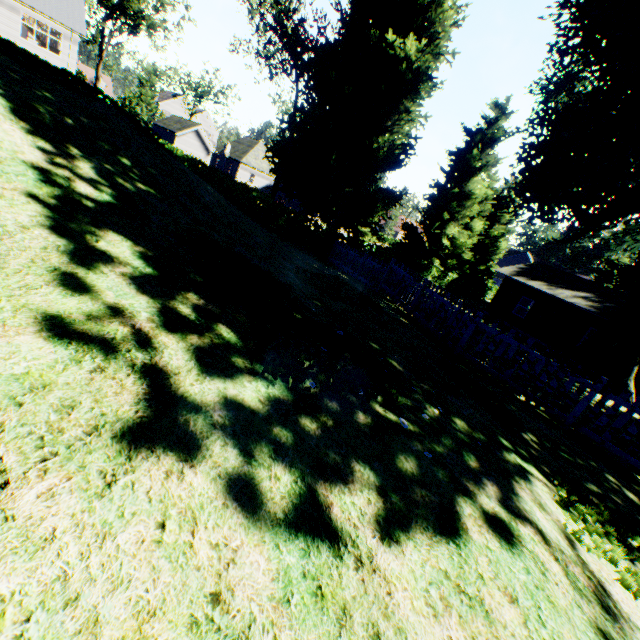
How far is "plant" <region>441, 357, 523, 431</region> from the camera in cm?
480

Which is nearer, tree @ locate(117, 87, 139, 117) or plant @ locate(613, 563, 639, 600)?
plant @ locate(613, 563, 639, 600)

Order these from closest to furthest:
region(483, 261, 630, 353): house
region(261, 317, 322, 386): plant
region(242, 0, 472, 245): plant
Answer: region(261, 317, 322, 386): plant, region(483, 261, 630, 353): house, region(242, 0, 472, 245): plant

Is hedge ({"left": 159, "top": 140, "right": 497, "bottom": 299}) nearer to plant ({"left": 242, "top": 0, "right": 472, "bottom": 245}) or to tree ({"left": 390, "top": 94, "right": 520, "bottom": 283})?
plant ({"left": 242, "top": 0, "right": 472, "bottom": 245})

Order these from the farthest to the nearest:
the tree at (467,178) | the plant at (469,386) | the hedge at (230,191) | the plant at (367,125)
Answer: the tree at (467,178)
the plant at (367,125)
the hedge at (230,191)
the plant at (469,386)

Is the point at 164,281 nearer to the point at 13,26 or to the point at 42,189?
the point at 42,189

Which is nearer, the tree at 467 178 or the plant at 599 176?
the plant at 599 176

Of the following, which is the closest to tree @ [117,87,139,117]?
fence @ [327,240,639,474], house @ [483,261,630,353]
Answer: fence @ [327,240,639,474]
